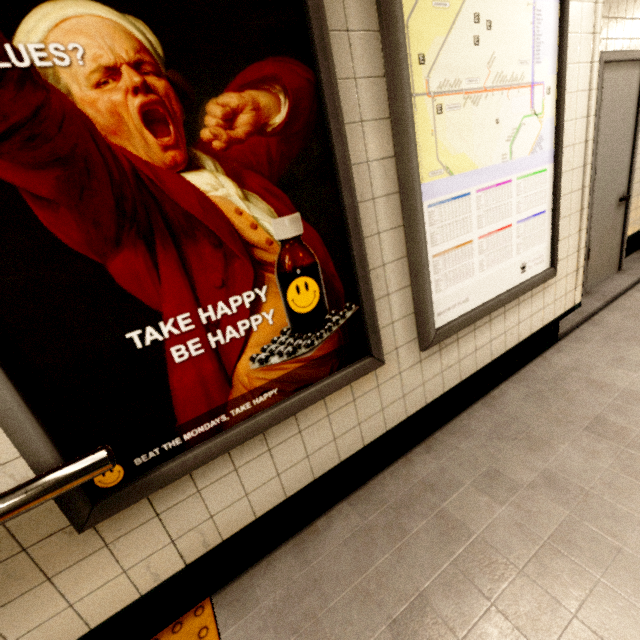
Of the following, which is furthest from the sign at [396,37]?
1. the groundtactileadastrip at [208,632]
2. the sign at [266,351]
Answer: the groundtactileadastrip at [208,632]

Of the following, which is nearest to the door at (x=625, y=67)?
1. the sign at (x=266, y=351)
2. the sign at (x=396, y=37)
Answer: the sign at (x=396, y=37)

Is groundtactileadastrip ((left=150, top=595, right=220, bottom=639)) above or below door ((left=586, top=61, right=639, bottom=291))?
below

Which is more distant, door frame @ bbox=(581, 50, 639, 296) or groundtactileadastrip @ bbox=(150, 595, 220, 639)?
door frame @ bbox=(581, 50, 639, 296)

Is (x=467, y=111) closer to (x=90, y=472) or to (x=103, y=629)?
(x=90, y=472)

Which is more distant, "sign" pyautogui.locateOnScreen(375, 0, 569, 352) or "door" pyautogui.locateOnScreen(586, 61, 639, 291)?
"door" pyautogui.locateOnScreen(586, 61, 639, 291)

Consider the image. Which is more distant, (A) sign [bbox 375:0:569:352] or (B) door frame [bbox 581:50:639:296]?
(B) door frame [bbox 581:50:639:296]

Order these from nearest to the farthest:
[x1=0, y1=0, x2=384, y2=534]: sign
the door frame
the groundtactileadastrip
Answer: [x1=0, y1=0, x2=384, y2=534]: sign → the groundtactileadastrip → the door frame
